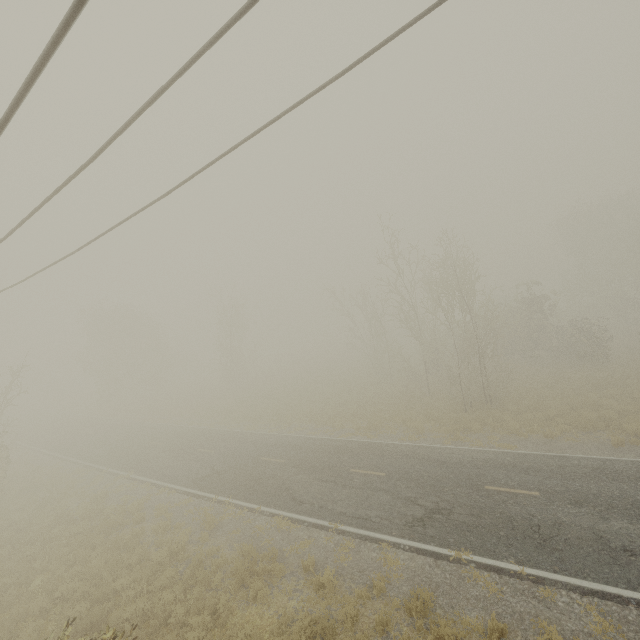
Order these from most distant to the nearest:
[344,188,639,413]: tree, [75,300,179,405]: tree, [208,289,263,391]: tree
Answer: [75,300,179,405]: tree < [208,289,263,391]: tree < [344,188,639,413]: tree

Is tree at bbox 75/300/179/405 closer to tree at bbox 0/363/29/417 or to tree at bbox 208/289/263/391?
tree at bbox 208/289/263/391

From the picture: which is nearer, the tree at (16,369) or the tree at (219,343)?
the tree at (16,369)

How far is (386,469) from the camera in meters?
15.0

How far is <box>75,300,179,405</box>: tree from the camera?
41.5 meters

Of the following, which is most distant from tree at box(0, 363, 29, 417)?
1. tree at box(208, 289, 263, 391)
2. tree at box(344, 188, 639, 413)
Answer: tree at box(344, 188, 639, 413)

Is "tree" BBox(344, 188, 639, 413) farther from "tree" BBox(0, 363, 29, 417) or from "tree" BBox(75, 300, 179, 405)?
"tree" BBox(75, 300, 179, 405)

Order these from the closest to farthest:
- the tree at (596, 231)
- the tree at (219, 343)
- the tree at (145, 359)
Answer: the tree at (596, 231) < the tree at (219, 343) < the tree at (145, 359)
